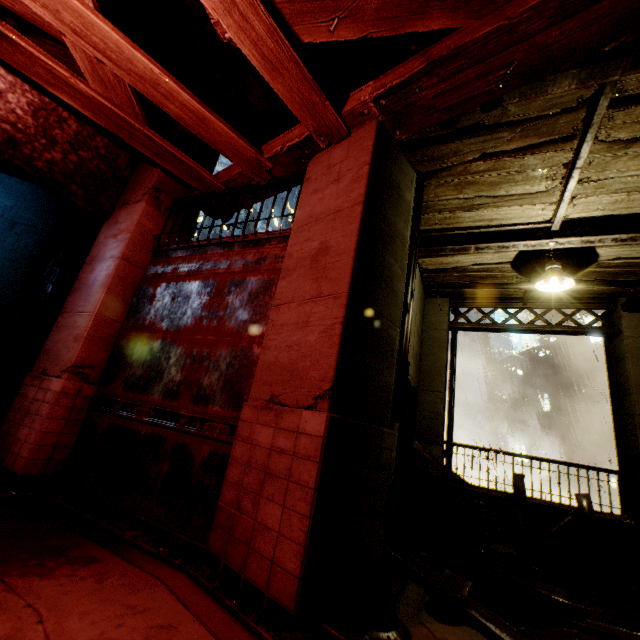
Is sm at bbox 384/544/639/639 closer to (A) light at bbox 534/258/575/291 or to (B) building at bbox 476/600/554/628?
(B) building at bbox 476/600/554/628

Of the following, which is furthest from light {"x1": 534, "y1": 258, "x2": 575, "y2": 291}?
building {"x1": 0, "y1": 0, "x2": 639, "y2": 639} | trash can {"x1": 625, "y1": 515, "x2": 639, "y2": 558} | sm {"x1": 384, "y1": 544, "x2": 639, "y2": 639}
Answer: sm {"x1": 384, "y1": 544, "x2": 639, "y2": 639}

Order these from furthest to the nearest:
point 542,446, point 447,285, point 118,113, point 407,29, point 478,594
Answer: point 542,446
point 447,285
point 118,113
point 478,594
point 407,29

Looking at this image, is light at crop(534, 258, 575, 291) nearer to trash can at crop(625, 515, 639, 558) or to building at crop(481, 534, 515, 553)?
building at crop(481, 534, 515, 553)

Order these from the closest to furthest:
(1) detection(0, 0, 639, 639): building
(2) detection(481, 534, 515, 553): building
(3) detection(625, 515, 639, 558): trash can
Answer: (1) detection(0, 0, 639, 639): building, (3) detection(625, 515, 639, 558): trash can, (2) detection(481, 534, 515, 553): building

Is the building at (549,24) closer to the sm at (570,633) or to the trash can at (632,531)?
the sm at (570,633)

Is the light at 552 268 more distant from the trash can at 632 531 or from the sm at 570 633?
the sm at 570 633

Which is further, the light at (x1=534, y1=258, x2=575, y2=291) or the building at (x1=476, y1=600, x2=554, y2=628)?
the light at (x1=534, y1=258, x2=575, y2=291)
